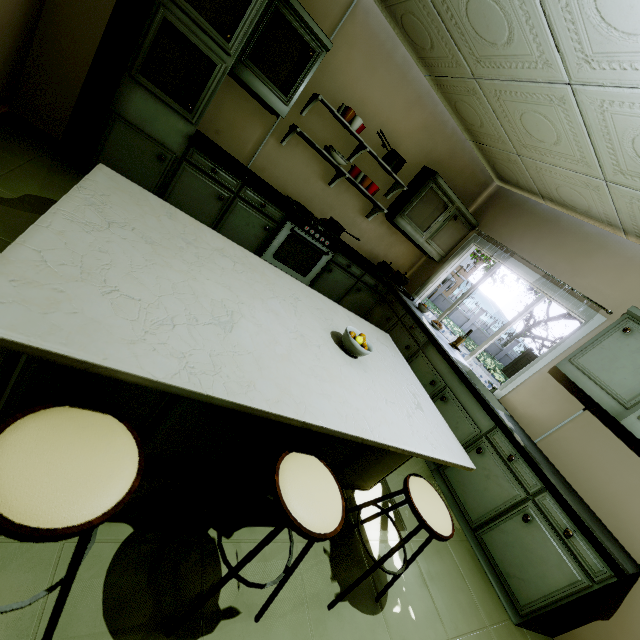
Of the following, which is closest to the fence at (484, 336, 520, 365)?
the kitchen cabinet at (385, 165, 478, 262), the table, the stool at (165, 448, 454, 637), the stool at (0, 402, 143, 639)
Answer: the kitchen cabinet at (385, 165, 478, 262)

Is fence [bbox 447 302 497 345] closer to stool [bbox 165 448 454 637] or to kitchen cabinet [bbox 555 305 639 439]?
kitchen cabinet [bbox 555 305 639 439]

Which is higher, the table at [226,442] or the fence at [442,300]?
the table at [226,442]

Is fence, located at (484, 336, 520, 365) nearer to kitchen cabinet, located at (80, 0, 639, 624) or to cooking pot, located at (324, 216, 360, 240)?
kitchen cabinet, located at (80, 0, 639, 624)

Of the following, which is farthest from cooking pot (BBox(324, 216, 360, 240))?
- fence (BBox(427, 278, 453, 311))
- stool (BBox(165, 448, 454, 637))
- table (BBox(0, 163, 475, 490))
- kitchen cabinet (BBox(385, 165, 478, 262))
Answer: fence (BBox(427, 278, 453, 311))

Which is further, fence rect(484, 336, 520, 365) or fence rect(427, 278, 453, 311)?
fence rect(427, 278, 453, 311)

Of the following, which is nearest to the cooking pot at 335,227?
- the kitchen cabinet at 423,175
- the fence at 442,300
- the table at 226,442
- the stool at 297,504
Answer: the kitchen cabinet at 423,175

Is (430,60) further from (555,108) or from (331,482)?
(331,482)
